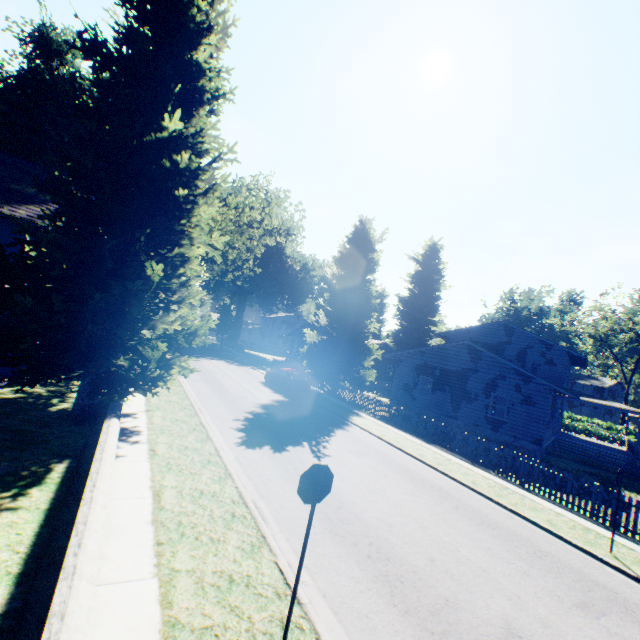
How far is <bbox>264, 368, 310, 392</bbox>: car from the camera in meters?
23.7 m

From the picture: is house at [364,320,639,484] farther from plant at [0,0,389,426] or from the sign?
the sign

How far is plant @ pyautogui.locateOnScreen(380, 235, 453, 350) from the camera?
50.1 meters

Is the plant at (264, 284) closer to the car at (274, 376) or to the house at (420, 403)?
the house at (420, 403)

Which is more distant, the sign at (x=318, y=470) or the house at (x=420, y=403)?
the house at (x=420, y=403)

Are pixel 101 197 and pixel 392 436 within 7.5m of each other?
no

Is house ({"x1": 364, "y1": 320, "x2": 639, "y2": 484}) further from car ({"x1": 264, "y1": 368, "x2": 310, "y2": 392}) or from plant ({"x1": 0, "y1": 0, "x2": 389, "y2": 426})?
car ({"x1": 264, "y1": 368, "x2": 310, "y2": 392})
